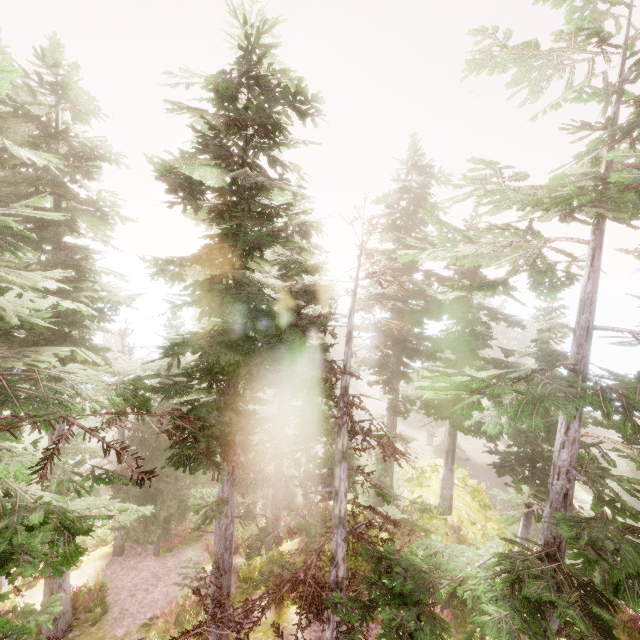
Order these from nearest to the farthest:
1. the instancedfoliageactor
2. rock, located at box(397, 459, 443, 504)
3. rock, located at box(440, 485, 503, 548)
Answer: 1. the instancedfoliageactor
2. rock, located at box(440, 485, 503, 548)
3. rock, located at box(397, 459, 443, 504)

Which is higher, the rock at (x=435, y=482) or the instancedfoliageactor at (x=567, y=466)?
the instancedfoliageactor at (x=567, y=466)

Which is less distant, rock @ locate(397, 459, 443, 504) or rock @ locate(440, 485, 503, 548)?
rock @ locate(440, 485, 503, 548)

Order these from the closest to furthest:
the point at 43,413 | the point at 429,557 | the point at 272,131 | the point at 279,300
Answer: the point at 43,413
the point at 429,557
the point at 272,131
the point at 279,300

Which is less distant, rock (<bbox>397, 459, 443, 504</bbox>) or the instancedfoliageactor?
Result: the instancedfoliageactor

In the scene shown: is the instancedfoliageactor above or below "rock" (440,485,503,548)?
above

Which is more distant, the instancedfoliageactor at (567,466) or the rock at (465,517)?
the rock at (465,517)
